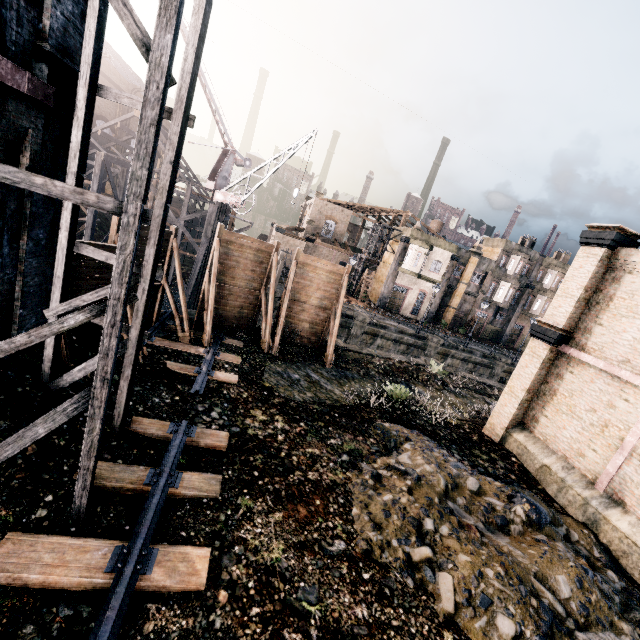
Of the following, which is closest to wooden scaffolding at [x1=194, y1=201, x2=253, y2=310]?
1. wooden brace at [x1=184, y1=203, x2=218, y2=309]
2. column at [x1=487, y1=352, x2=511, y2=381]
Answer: wooden brace at [x1=184, y1=203, x2=218, y2=309]

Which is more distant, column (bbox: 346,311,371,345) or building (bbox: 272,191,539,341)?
building (bbox: 272,191,539,341)

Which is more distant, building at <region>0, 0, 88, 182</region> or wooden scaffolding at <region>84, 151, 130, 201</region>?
wooden scaffolding at <region>84, 151, 130, 201</region>

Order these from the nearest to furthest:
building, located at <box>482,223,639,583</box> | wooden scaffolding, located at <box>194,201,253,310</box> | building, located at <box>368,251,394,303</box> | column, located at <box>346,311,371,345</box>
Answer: building, located at <box>482,223,639,583</box>, wooden scaffolding, located at <box>194,201,253,310</box>, column, located at <box>346,311,371,345</box>, building, located at <box>368,251,394,303</box>

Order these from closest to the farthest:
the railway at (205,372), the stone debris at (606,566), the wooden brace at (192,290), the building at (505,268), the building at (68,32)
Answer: the building at (68,32) < the stone debris at (606,566) < the railway at (205,372) < the wooden brace at (192,290) < the building at (505,268)

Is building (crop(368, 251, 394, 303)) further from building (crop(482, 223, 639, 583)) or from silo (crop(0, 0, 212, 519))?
silo (crop(0, 0, 212, 519))

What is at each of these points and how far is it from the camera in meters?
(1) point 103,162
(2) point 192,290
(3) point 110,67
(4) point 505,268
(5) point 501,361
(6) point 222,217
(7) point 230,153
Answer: (1) wooden scaffolding, 23.1 m
(2) wooden brace, 23.7 m
(3) building, 46.3 m
(4) building, 45.0 m
(5) column, 35.8 m
(6) wooden scaffolding, 29.1 m
(7) crane, 30.2 m

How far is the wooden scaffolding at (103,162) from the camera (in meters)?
22.91
